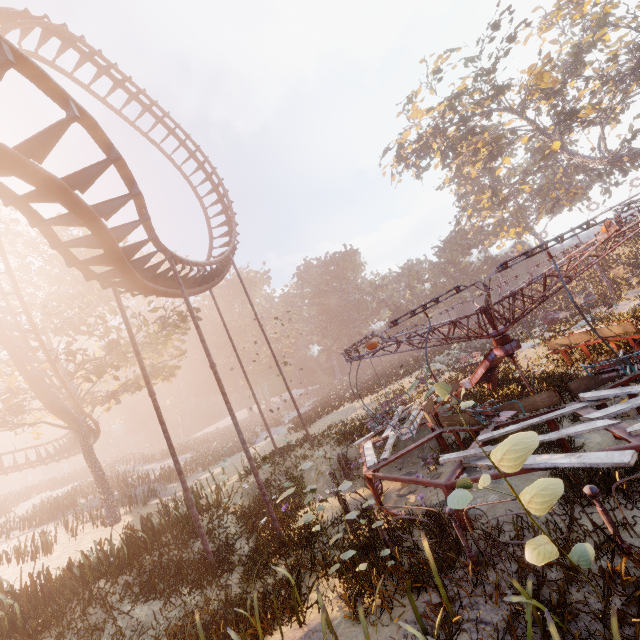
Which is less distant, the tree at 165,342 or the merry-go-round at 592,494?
the merry-go-round at 592,494

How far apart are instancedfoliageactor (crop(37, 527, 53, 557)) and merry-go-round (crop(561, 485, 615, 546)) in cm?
2304

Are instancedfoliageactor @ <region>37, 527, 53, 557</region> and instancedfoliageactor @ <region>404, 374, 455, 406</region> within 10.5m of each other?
no

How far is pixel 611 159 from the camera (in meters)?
30.20

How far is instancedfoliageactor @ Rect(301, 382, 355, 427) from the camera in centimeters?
2753cm

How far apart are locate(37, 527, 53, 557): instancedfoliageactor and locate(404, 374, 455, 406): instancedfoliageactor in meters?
19.8 m

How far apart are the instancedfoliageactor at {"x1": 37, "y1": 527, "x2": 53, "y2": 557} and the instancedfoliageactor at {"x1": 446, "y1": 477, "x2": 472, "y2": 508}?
22.0 meters

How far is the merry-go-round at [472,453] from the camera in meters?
5.3 m
